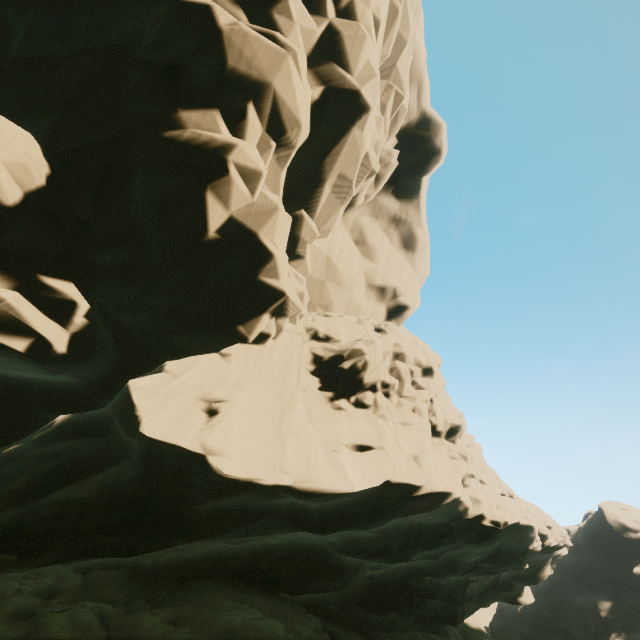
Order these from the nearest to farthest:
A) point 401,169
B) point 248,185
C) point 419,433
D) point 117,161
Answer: point 117,161 < point 248,185 < point 419,433 < point 401,169
